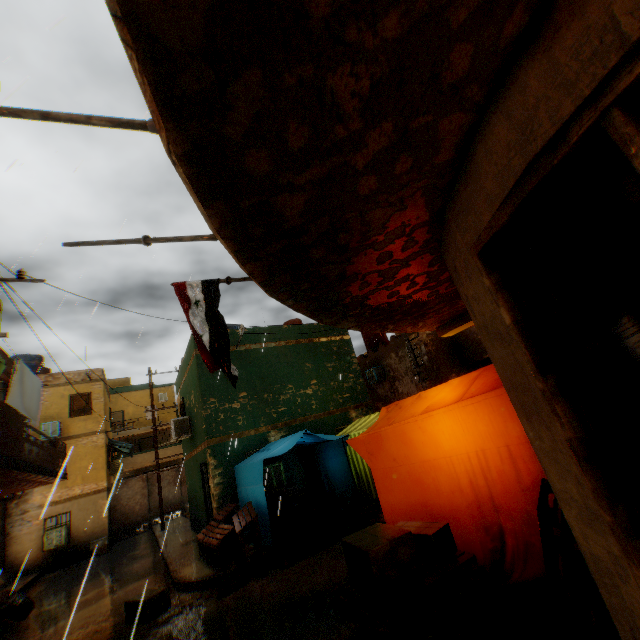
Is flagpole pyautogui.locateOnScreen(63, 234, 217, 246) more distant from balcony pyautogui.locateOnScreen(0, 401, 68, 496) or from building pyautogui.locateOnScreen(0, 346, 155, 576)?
balcony pyautogui.locateOnScreen(0, 401, 68, 496)

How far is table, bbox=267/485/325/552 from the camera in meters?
7.9 m

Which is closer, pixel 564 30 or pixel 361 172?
pixel 564 30

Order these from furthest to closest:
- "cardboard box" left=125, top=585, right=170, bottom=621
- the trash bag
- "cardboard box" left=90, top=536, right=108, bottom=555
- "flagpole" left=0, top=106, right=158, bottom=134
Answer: "cardboard box" left=90, top=536, right=108, bottom=555
the trash bag
"cardboard box" left=125, top=585, right=170, bottom=621
"flagpole" left=0, top=106, right=158, bottom=134

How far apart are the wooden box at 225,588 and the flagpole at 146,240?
6.96m

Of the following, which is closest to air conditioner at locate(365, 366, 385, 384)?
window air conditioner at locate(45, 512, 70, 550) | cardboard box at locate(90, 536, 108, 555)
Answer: cardboard box at locate(90, 536, 108, 555)

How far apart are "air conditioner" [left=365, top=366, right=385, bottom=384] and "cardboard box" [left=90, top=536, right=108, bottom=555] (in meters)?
16.08

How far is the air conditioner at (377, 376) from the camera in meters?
18.3
